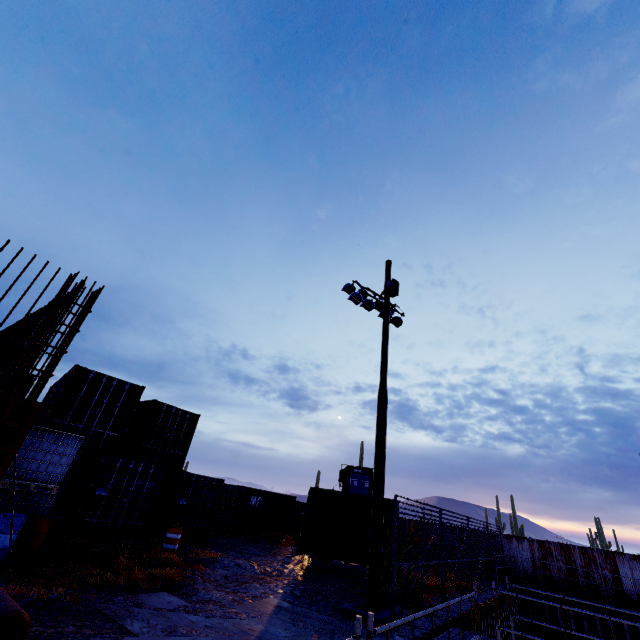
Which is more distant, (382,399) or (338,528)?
(338,528)

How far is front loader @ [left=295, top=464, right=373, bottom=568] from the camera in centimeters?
1236cm

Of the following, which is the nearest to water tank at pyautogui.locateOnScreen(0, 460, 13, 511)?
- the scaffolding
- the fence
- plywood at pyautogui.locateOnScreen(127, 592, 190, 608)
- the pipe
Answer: the pipe

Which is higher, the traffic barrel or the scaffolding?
the traffic barrel

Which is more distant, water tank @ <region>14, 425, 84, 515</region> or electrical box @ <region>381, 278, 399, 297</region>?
electrical box @ <region>381, 278, 399, 297</region>

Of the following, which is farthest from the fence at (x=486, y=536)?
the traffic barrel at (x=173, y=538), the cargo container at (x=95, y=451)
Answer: the traffic barrel at (x=173, y=538)

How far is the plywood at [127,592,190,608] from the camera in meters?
6.2

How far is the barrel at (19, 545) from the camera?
6.9m
